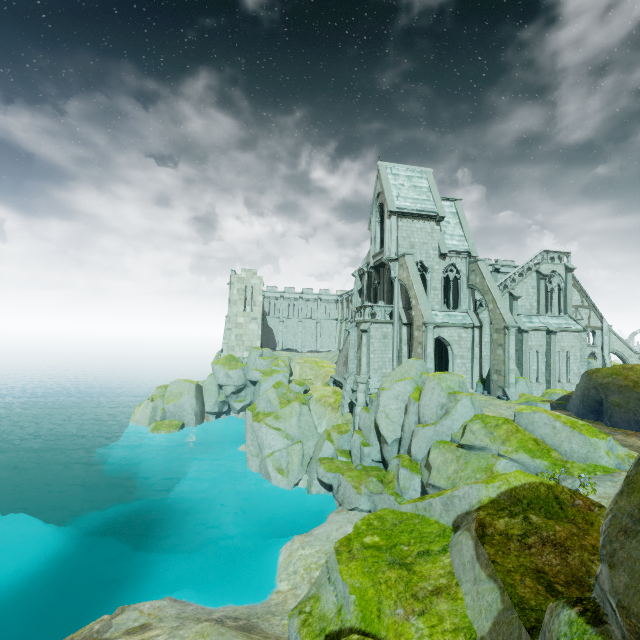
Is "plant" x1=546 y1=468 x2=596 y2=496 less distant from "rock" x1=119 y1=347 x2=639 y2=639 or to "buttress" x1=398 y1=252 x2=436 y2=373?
"rock" x1=119 y1=347 x2=639 y2=639

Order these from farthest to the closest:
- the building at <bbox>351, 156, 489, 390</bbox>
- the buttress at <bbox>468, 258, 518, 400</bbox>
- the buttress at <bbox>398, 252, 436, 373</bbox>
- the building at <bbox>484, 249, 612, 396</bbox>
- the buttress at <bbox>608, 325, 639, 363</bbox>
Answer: the buttress at <bbox>608, 325, 639, 363</bbox>, the building at <bbox>484, 249, 612, 396</bbox>, the building at <bbox>351, 156, 489, 390</bbox>, the buttress at <bbox>468, 258, 518, 400</bbox>, the buttress at <bbox>398, 252, 436, 373</bbox>

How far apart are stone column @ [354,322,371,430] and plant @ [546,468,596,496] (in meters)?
16.48

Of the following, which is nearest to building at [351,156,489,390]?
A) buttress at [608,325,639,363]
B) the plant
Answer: buttress at [608,325,639,363]

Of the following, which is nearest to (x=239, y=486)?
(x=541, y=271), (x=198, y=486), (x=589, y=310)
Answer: (x=198, y=486)

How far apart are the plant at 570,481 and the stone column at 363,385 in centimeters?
1648cm

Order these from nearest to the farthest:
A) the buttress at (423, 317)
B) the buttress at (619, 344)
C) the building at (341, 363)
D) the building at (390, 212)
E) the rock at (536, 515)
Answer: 1. the rock at (536, 515)
2. the buttress at (423, 317)
3. the building at (390, 212)
4. the building at (341, 363)
5. the buttress at (619, 344)

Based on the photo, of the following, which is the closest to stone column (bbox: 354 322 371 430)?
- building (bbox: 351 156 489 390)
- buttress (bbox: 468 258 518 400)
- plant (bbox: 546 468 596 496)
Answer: building (bbox: 351 156 489 390)
